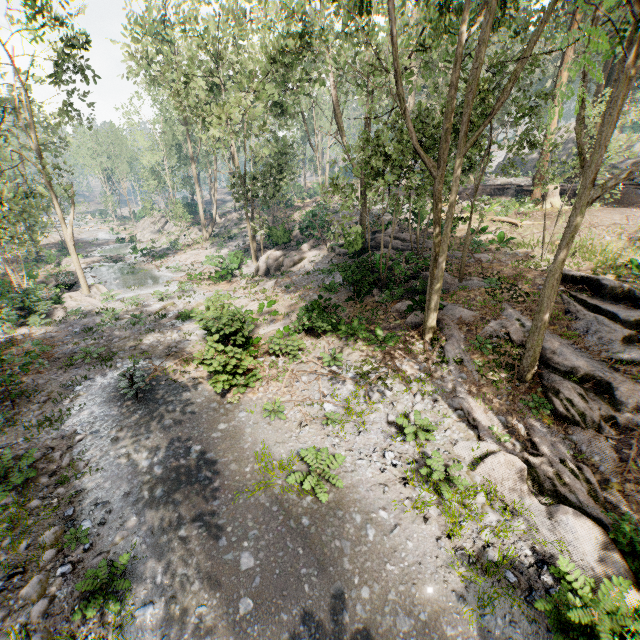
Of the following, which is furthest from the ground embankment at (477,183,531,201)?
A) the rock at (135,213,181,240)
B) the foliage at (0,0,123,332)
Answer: the rock at (135,213,181,240)

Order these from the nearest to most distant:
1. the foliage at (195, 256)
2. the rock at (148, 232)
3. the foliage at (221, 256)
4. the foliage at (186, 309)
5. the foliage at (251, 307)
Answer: the foliage at (251, 307) < the foliage at (186, 309) < the foliage at (221, 256) < the foliage at (195, 256) < the rock at (148, 232)

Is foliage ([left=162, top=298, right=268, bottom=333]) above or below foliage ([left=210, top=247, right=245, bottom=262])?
below

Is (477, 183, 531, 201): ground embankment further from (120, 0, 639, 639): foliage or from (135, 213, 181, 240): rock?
→ (135, 213, 181, 240): rock

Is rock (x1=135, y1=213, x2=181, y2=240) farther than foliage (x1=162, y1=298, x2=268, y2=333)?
Yes

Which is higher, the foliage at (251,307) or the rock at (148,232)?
the rock at (148,232)

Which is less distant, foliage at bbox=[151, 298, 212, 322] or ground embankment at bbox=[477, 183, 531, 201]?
foliage at bbox=[151, 298, 212, 322]

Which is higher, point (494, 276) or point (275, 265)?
point (494, 276)
